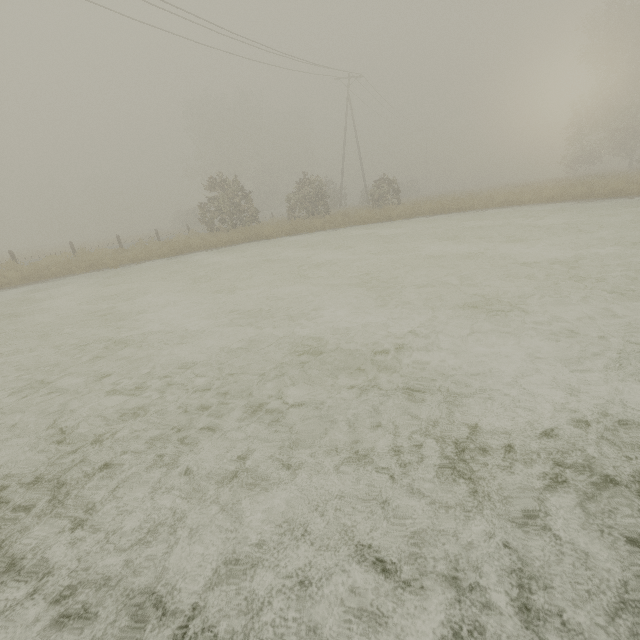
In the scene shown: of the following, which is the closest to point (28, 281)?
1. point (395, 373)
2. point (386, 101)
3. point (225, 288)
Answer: point (225, 288)
